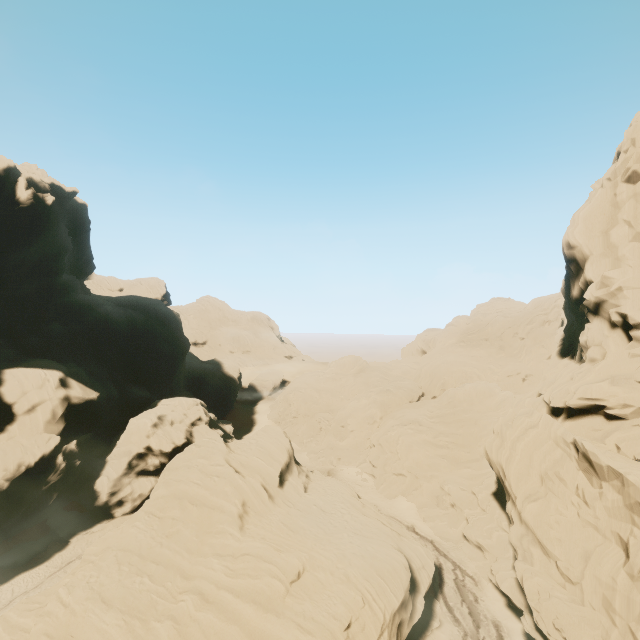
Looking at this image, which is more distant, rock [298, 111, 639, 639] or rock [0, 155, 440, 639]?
rock [0, 155, 440, 639]

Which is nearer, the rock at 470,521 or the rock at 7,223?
the rock at 470,521

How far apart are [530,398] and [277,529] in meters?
22.8 m
